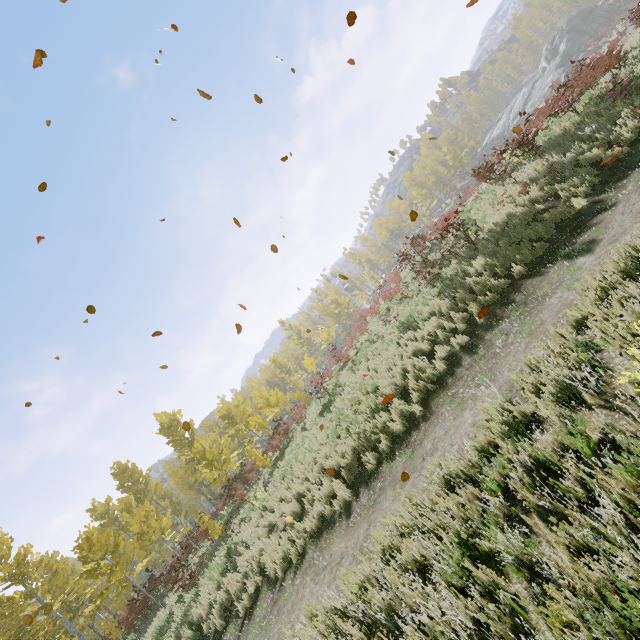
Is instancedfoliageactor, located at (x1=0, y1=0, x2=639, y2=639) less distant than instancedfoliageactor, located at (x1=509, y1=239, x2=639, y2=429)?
No

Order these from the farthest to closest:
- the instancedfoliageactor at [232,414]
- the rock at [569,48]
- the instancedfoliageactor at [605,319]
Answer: the rock at [569,48]
the instancedfoliageactor at [232,414]
the instancedfoliageactor at [605,319]

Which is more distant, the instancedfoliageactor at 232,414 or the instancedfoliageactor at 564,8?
the instancedfoliageactor at 564,8

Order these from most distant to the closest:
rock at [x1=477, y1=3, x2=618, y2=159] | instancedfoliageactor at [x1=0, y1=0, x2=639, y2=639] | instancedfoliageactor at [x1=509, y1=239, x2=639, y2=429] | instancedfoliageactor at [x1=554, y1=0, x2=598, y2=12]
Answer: instancedfoliageactor at [x1=554, y1=0, x2=598, y2=12] < rock at [x1=477, y1=3, x2=618, y2=159] < instancedfoliageactor at [x1=0, y1=0, x2=639, y2=639] < instancedfoliageactor at [x1=509, y1=239, x2=639, y2=429]

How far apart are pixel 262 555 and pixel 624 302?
11.1m

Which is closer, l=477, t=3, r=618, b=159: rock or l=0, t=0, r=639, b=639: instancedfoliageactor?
l=0, t=0, r=639, b=639: instancedfoliageactor
